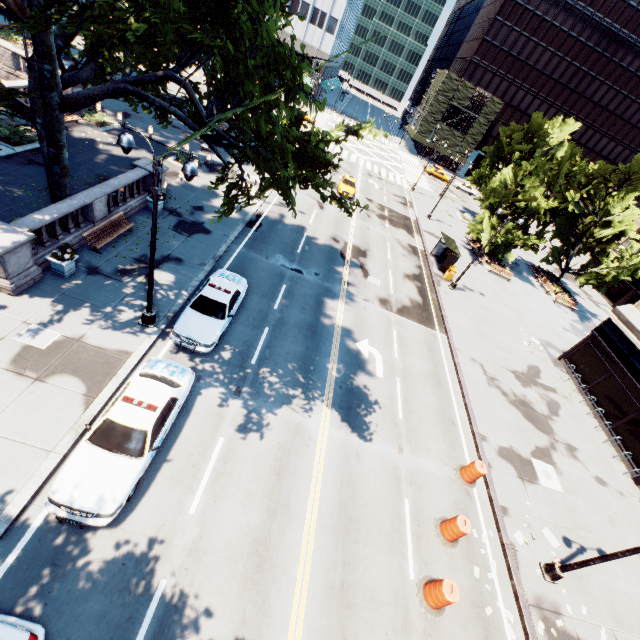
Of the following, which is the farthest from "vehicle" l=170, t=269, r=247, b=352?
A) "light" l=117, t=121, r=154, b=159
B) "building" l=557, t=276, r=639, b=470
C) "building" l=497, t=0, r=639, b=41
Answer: "building" l=497, t=0, r=639, b=41

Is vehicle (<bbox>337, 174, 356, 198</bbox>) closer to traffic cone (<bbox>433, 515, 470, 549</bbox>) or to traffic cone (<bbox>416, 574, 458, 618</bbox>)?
traffic cone (<bbox>433, 515, 470, 549</bbox>)

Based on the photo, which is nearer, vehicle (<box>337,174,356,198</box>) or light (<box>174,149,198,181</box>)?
light (<box>174,149,198,181</box>)

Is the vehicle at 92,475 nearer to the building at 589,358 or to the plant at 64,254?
the plant at 64,254

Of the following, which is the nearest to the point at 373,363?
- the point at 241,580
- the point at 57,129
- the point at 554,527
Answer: the point at 554,527

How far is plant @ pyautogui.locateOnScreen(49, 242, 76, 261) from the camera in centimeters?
1298cm

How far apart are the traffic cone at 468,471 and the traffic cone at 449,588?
4.14m

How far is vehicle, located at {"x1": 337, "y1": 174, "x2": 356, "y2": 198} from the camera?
34.3m
